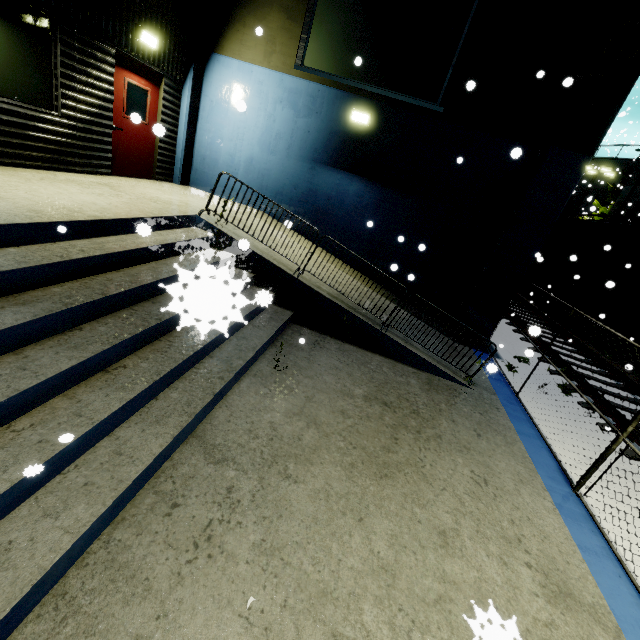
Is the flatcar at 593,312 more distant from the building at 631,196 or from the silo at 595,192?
the silo at 595,192

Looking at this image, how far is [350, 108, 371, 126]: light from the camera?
7.91m

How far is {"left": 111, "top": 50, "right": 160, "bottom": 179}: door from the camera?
7.0 meters

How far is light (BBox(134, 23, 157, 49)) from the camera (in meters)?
6.76

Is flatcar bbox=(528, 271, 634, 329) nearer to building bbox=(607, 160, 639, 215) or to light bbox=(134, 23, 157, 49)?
building bbox=(607, 160, 639, 215)

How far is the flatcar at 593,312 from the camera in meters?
12.3 m

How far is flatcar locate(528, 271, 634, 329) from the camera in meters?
12.3

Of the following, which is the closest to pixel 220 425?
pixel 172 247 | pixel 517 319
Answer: pixel 172 247
